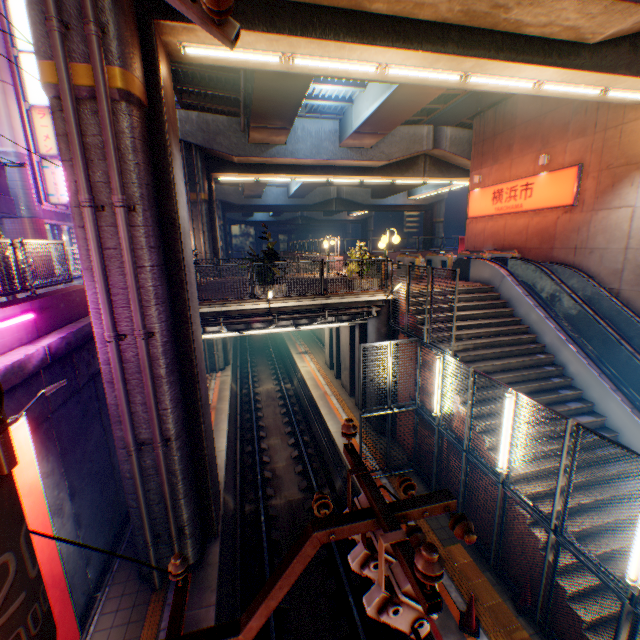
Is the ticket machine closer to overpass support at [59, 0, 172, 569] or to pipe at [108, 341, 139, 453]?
overpass support at [59, 0, 172, 569]

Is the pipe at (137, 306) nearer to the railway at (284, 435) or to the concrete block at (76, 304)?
the railway at (284, 435)

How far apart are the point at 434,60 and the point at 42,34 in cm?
812

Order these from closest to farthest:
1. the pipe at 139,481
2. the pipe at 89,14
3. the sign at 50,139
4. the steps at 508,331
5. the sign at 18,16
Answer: the pipe at 89,14 < the pipe at 139,481 < the steps at 508,331 < the sign at 18,16 < the sign at 50,139

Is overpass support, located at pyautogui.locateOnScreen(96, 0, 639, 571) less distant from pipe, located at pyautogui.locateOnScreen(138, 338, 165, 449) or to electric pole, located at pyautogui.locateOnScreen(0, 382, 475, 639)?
pipe, located at pyautogui.locateOnScreen(138, 338, 165, 449)

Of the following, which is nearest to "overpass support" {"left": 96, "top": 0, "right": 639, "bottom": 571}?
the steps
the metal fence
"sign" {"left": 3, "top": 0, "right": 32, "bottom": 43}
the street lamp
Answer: the metal fence

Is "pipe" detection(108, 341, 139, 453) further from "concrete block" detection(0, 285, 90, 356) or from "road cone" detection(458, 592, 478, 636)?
"road cone" detection(458, 592, 478, 636)

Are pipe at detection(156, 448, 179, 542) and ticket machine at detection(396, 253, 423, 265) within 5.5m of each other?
no
